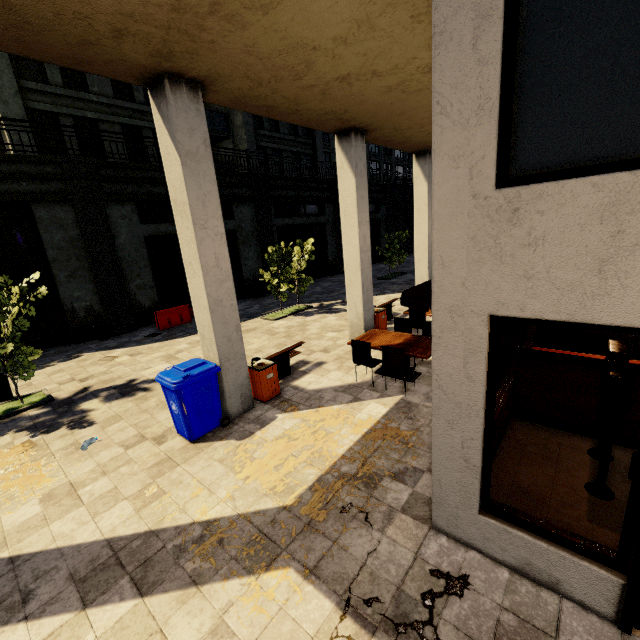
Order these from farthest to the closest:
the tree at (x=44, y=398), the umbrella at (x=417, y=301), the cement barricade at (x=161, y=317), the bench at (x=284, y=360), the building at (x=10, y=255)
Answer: the cement barricade at (x=161, y=317)
the bench at (x=284, y=360)
the tree at (x=44, y=398)
the umbrella at (x=417, y=301)
the building at (x=10, y=255)

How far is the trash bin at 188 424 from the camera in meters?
5.6

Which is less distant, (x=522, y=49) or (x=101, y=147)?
(x=522, y=49)

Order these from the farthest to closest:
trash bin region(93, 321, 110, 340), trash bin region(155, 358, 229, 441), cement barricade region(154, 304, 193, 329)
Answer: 1. cement barricade region(154, 304, 193, 329)
2. trash bin region(93, 321, 110, 340)
3. trash bin region(155, 358, 229, 441)

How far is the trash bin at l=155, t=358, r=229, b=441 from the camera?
5.6m

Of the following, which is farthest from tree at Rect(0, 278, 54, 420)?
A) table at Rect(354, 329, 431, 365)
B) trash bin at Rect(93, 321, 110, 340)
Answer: table at Rect(354, 329, 431, 365)

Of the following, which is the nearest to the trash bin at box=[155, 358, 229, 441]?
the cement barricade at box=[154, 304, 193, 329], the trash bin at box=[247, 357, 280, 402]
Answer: the trash bin at box=[247, 357, 280, 402]

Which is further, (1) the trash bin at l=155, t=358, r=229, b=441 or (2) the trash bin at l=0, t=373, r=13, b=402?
(2) the trash bin at l=0, t=373, r=13, b=402
